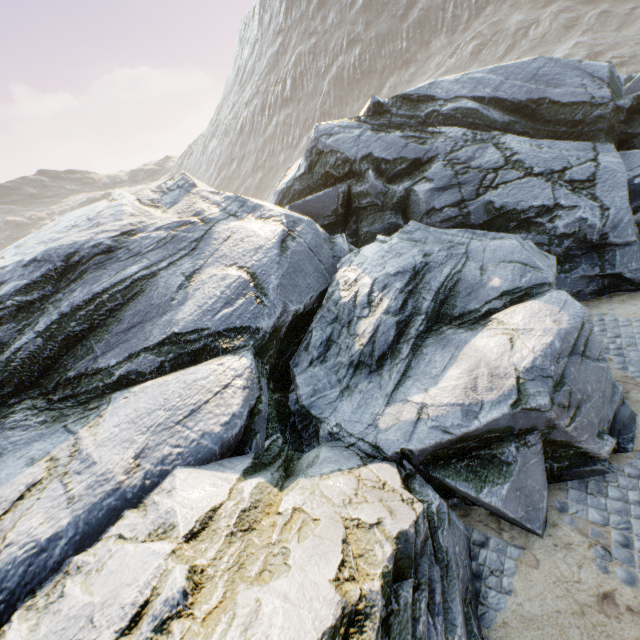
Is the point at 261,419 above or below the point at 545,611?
above
